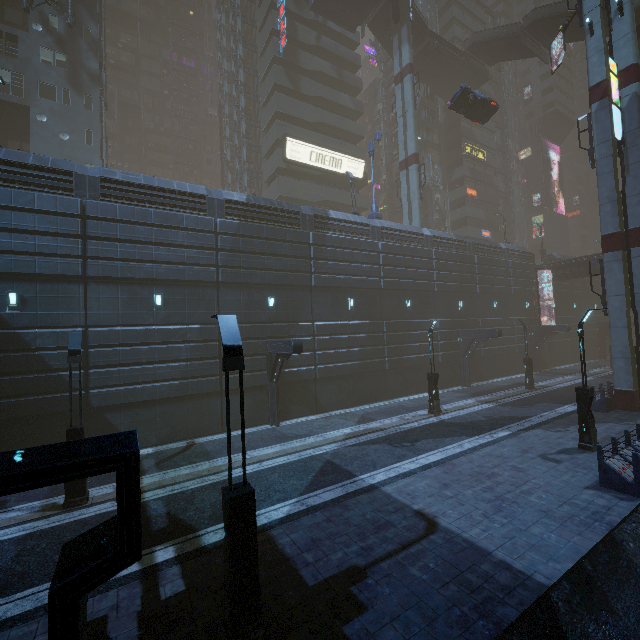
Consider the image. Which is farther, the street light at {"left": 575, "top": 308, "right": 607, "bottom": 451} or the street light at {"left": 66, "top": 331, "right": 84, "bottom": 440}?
the street light at {"left": 575, "top": 308, "right": 607, "bottom": 451}

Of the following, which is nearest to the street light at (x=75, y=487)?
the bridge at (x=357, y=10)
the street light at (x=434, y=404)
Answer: the street light at (x=434, y=404)

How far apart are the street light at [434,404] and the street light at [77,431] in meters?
16.7 m

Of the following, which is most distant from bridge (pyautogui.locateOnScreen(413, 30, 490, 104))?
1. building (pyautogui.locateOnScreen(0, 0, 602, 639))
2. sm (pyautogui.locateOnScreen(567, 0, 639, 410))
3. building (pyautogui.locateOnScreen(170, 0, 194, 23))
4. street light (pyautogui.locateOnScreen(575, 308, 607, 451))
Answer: building (pyautogui.locateOnScreen(170, 0, 194, 23))

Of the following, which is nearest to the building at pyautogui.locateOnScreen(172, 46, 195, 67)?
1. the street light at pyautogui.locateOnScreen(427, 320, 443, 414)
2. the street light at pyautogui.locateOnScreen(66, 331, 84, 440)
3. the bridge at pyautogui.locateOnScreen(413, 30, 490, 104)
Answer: the bridge at pyautogui.locateOnScreen(413, 30, 490, 104)

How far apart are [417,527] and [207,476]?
7.83m

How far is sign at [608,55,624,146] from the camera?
17.28m

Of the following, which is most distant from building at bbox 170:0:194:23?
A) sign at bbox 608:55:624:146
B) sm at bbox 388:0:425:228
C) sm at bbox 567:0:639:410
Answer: sm at bbox 567:0:639:410
